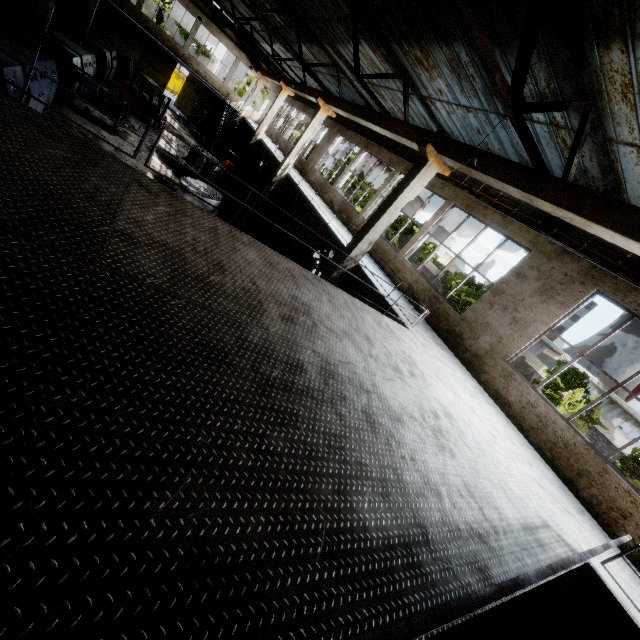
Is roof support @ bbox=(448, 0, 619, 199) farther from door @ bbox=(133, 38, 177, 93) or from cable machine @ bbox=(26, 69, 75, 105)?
door @ bbox=(133, 38, 177, 93)

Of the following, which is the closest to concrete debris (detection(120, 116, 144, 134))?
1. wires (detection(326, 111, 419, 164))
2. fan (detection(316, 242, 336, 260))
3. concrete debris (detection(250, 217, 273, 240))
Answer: concrete debris (detection(250, 217, 273, 240))

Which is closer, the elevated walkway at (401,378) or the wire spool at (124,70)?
the elevated walkway at (401,378)

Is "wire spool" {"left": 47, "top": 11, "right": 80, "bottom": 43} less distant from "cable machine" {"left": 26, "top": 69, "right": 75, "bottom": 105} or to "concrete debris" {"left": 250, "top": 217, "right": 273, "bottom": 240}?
"cable machine" {"left": 26, "top": 69, "right": 75, "bottom": 105}

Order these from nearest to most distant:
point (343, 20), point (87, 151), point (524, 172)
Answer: point (87, 151) → point (524, 172) → point (343, 20)

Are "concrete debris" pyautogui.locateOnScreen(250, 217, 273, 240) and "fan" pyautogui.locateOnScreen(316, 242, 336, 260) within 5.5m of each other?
yes

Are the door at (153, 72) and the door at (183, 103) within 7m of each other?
yes

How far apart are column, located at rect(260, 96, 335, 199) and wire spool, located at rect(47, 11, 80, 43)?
14.9 meters
